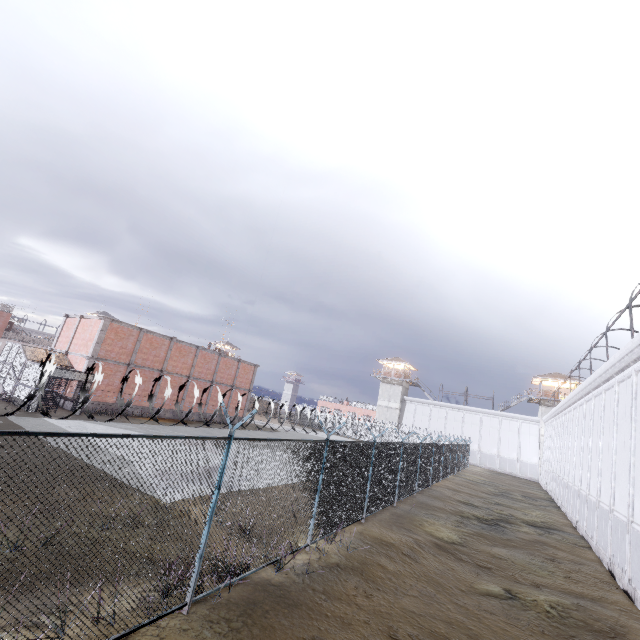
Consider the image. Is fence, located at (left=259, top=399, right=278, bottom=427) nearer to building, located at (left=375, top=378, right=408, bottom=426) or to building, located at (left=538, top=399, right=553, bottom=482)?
building, located at (left=375, top=378, right=408, bottom=426)

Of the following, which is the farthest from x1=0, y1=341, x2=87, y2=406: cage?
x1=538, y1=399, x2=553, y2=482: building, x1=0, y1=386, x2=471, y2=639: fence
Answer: x1=538, y1=399, x2=553, y2=482: building

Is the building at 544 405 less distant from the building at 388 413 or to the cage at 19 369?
the building at 388 413

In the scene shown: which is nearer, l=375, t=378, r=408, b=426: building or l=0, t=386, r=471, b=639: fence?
l=0, t=386, r=471, b=639: fence

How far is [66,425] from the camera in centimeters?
1795cm

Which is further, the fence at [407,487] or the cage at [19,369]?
the cage at [19,369]

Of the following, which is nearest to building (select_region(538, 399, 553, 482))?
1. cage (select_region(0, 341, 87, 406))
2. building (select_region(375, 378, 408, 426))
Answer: building (select_region(375, 378, 408, 426))

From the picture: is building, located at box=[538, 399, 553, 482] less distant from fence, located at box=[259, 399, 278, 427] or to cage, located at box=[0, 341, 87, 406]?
fence, located at box=[259, 399, 278, 427]
